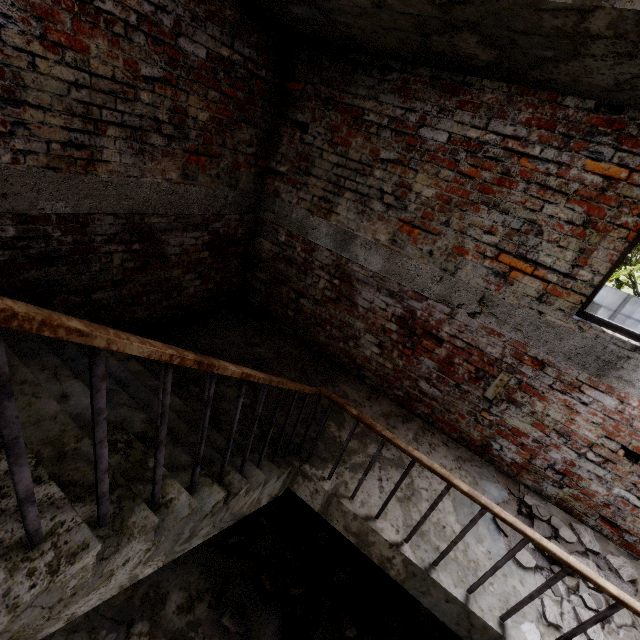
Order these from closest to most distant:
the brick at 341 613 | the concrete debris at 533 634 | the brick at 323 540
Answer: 1. the concrete debris at 533 634
2. the brick at 341 613
3. the brick at 323 540

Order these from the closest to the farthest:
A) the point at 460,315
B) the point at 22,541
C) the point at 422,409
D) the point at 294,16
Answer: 1. the point at 22,541
2. the point at 294,16
3. the point at 460,315
4. the point at 422,409

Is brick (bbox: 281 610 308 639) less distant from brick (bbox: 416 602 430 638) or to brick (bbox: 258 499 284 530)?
brick (bbox: 258 499 284 530)

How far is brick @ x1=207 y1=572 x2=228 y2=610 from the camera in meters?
3.2

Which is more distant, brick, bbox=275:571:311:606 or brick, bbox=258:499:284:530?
brick, bbox=258:499:284:530

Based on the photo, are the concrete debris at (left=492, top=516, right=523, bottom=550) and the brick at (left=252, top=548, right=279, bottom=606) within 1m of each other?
no

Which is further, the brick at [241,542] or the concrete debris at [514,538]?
the brick at [241,542]

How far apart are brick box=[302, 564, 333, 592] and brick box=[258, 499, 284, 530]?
0.7m
